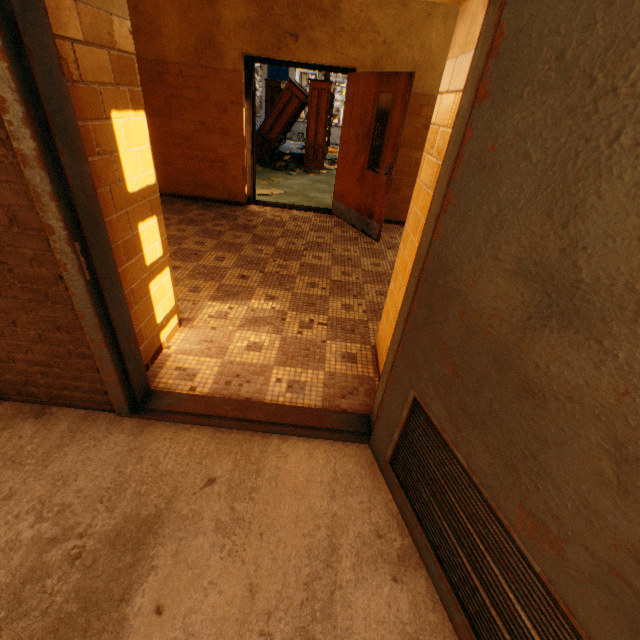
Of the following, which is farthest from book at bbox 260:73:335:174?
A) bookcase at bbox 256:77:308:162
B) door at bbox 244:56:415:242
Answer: door at bbox 244:56:415:242

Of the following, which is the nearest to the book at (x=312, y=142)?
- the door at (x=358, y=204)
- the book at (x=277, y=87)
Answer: the book at (x=277, y=87)

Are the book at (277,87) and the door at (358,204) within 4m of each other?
no

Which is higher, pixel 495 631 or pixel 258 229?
pixel 495 631

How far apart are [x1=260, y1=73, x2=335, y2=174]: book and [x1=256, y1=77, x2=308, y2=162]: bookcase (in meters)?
0.02

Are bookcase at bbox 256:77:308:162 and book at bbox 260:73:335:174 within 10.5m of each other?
yes

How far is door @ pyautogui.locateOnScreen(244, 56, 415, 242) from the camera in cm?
419

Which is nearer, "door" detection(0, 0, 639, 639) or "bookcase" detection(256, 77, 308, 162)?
"door" detection(0, 0, 639, 639)
